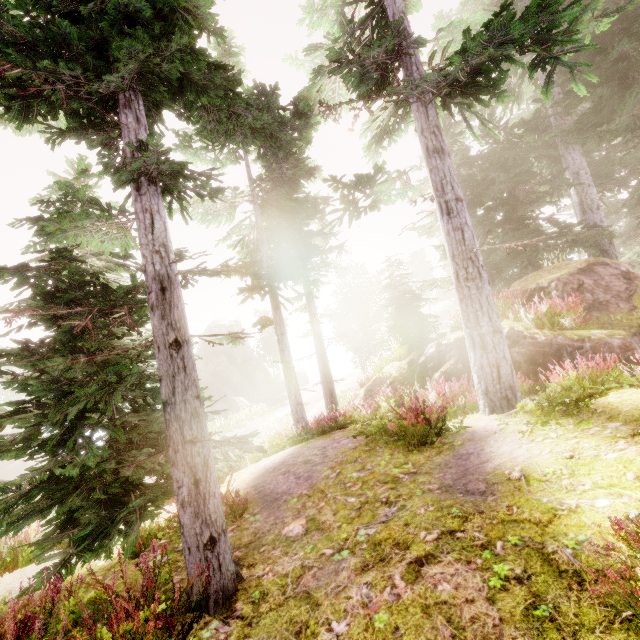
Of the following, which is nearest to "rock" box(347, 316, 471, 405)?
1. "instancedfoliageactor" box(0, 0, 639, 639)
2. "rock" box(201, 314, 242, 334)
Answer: "instancedfoliageactor" box(0, 0, 639, 639)

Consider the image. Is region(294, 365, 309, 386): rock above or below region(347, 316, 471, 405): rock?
below

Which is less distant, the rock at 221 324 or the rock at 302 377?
the rock at 221 324

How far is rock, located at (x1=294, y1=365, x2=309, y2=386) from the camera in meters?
50.1

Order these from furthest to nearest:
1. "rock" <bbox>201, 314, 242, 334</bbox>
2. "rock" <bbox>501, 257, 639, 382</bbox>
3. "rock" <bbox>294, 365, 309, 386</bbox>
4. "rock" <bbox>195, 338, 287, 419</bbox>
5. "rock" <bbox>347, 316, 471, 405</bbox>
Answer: "rock" <bbox>294, 365, 309, 386</bbox> → "rock" <bbox>201, 314, 242, 334</bbox> → "rock" <bbox>195, 338, 287, 419</bbox> → "rock" <bbox>347, 316, 471, 405</bbox> → "rock" <bbox>501, 257, 639, 382</bbox>

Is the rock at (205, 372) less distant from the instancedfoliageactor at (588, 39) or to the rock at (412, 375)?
the instancedfoliageactor at (588, 39)

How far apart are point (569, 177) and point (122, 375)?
19.3m
